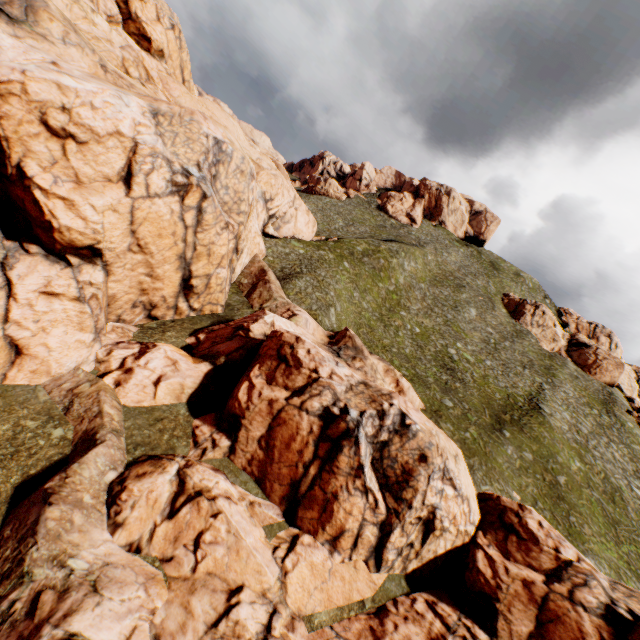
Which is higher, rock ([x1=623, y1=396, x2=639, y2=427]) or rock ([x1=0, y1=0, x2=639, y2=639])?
rock ([x1=623, y1=396, x2=639, y2=427])

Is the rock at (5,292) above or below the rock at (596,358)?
below

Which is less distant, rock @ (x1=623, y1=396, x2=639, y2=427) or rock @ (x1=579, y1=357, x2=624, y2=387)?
rock @ (x1=623, y1=396, x2=639, y2=427)

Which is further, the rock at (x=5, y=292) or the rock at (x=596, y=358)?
the rock at (x=596, y=358)

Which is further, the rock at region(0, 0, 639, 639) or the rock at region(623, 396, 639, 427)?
the rock at region(623, 396, 639, 427)

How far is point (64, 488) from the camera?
13.00m

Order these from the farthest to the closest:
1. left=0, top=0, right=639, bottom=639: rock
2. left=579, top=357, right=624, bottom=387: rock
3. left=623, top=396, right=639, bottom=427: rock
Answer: left=579, top=357, right=624, bottom=387: rock
left=623, top=396, right=639, bottom=427: rock
left=0, top=0, right=639, bottom=639: rock

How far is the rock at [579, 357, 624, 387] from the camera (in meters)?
58.22
